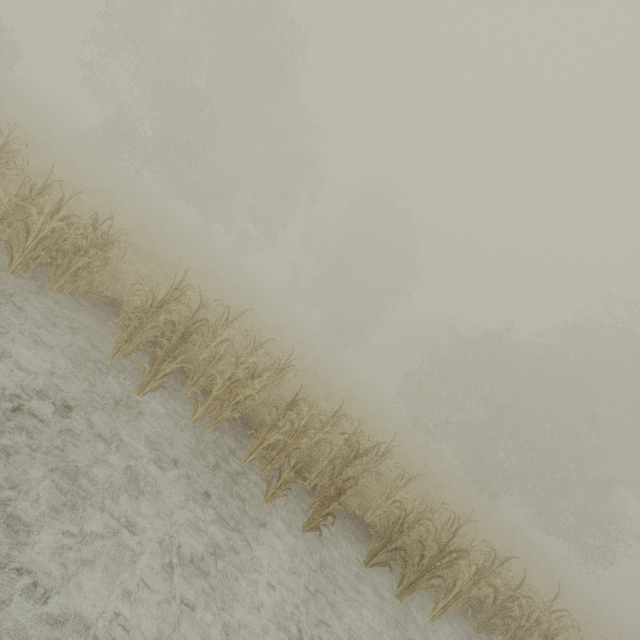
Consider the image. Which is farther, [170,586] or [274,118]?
[274,118]

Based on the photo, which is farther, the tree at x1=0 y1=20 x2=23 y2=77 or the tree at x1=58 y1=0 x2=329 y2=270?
the tree at x1=58 y1=0 x2=329 y2=270

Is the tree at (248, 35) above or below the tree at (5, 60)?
above

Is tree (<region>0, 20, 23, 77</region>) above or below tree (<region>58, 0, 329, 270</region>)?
below

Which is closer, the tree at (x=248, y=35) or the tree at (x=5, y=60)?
the tree at (x=5, y=60)
